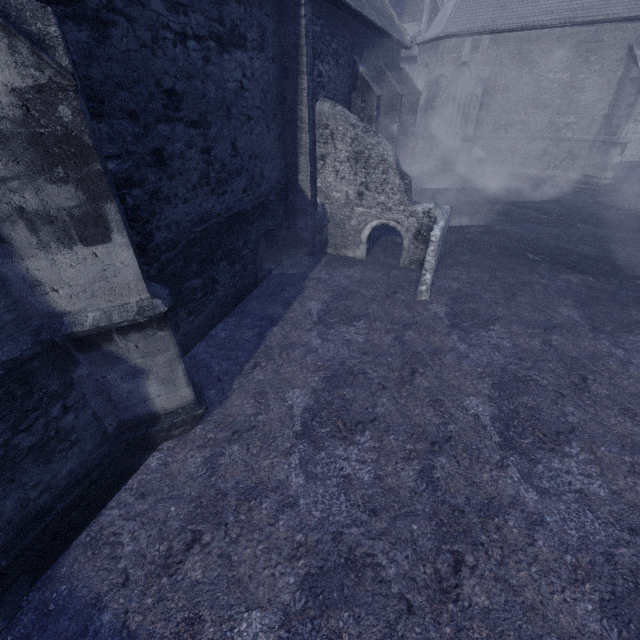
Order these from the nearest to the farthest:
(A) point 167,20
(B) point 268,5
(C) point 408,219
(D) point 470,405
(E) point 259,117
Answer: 1. (A) point 167,20
2. (D) point 470,405
3. (B) point 268,5
4. (E) point 259,117
5. (C) point 408,219
